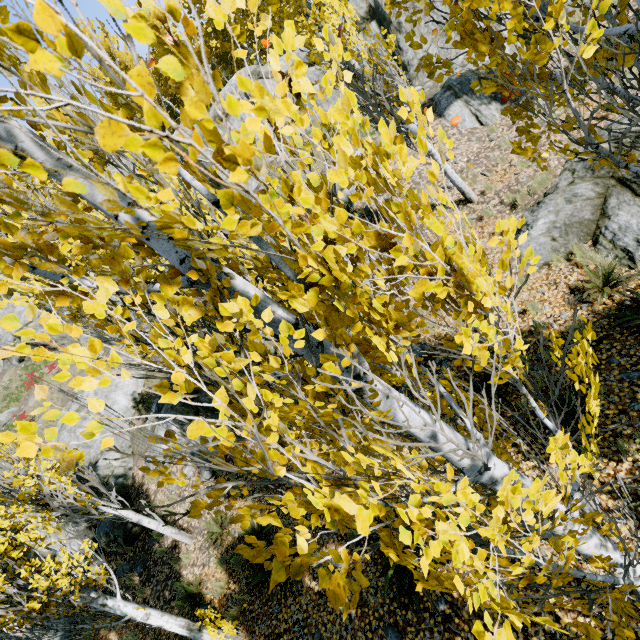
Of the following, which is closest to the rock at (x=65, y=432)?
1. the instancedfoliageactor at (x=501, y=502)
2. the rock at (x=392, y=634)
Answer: the instancedfoliageactor at (x=501, y=502)

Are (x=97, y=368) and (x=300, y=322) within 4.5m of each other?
yes

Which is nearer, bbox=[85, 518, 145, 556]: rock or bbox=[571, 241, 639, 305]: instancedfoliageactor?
bbox=[571, 241, 639, 305]: instancedfoliageactor

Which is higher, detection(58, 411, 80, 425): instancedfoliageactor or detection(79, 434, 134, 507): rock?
detection(58, 411, 80, 425): instancedfoliageactor

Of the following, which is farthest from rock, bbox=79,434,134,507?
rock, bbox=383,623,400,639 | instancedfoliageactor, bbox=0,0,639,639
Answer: rock, bbox=383,623,400,639

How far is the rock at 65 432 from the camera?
14.5m

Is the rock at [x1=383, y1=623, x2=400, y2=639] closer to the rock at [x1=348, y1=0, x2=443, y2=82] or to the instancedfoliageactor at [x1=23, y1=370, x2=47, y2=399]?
the instancedfoliageactor at [x1=23, y1=370, x2=47, y2=399]

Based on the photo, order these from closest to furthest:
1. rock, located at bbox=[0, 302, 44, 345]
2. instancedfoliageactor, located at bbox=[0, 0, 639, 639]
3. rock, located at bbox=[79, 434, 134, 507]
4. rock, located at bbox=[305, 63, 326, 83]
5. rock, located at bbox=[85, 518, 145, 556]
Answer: instancedfoliageactor, located at bbox=[0, 0, 639, 639] → rock, located at bbox=[85, 518, 145, 556] → rock, located at bbox=[79, 434, 134, 507] → rock, located at bbox=[305, 63, 326, 83] → rock, located at bbox=[0, 302, 44, 345]
